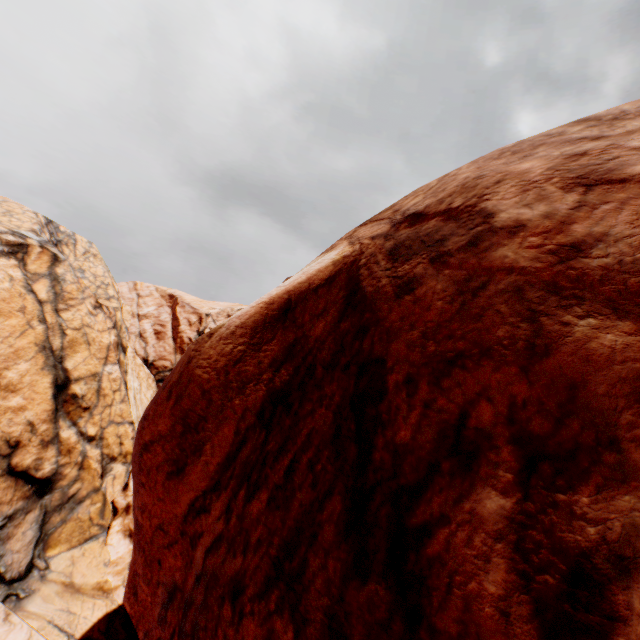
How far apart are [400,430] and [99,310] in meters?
24.9 m
